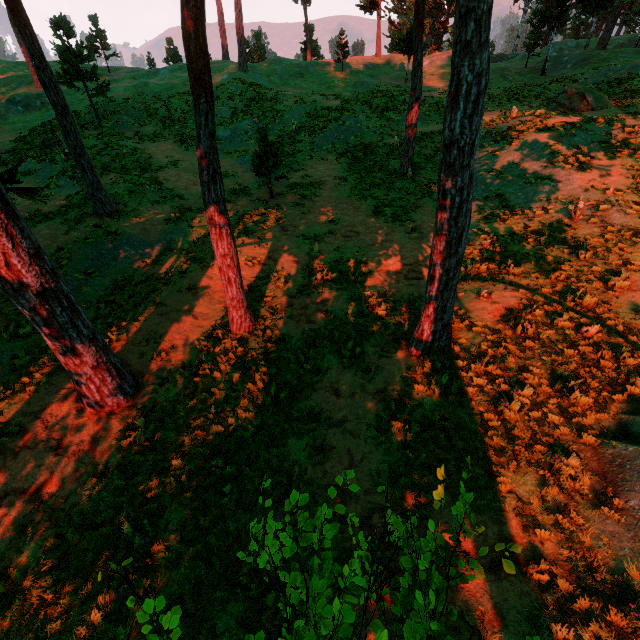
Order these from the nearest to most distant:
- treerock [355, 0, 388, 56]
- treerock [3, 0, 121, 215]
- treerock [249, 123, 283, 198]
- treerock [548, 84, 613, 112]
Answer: treerock [3, 0, 121, 215] < treerock [249, 123, 283, 198] < treerock [548, 84, 613, 112] < treerock [355, 0, 388, 56]

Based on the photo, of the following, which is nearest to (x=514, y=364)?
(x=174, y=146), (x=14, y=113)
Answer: (x=174, y=146)

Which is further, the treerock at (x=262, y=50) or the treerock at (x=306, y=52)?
the treerock at (x=306, y=52)

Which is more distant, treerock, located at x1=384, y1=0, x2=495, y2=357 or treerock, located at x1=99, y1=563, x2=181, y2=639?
treerock, located at x1=384, y1=0, x2=495, y2=357

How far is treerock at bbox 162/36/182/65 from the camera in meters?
49.2 m

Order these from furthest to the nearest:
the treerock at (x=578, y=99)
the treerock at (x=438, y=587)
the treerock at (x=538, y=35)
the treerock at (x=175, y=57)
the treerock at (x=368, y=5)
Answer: the treerock at (x=175, y=57) < the treerock at (x=368, y=5) < the treerock at (x=538, y=35) < the treerock at (x=578, y=99) < the treerock at (x=438, y=587)
